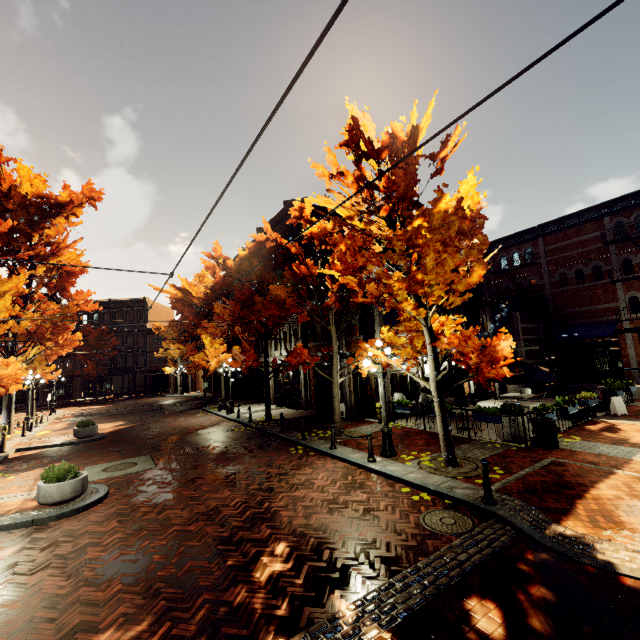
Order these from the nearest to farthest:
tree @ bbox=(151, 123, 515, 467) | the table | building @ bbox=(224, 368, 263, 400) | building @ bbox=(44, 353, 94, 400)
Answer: tree @ bbox=(151, 123, 515, 467), the table, building @ bbox=(224, 368, 263, 400), building @ bbox=(44, 353, 94, 400)

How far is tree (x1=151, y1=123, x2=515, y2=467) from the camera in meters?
7.5 m

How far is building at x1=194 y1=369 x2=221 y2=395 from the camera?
37.8 meters

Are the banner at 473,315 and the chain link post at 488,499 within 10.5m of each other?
no

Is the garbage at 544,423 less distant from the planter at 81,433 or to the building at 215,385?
the building at 215,385

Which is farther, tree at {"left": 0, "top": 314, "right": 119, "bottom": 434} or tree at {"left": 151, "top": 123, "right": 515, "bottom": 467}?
tree at {"left": 0, "top": 314, "right": 119, "bottom": 434}

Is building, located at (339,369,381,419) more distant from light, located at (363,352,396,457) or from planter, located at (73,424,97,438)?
planter, located at (73,424,97,438)

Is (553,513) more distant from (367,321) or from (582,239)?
(582,239)
